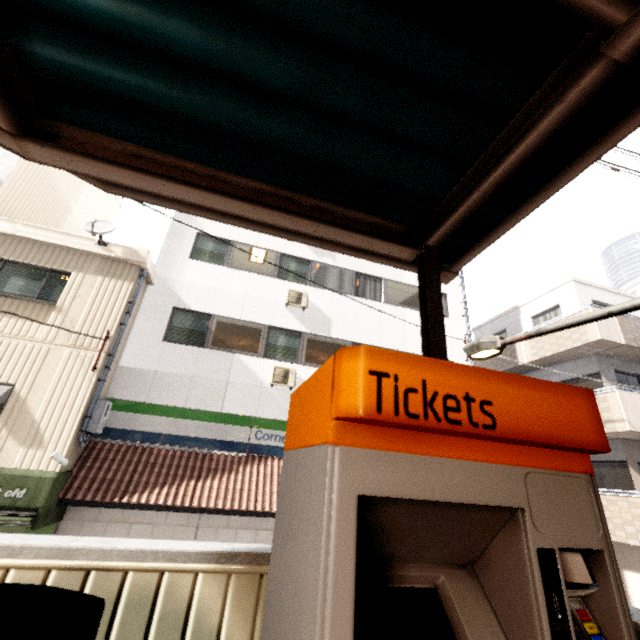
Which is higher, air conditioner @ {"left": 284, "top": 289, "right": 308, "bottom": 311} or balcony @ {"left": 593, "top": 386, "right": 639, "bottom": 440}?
air conditioner @ {"left": 284, "top": 289, "right": 308, "bottom": 311}

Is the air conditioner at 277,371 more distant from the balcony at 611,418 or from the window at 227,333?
the balcony at 611,418

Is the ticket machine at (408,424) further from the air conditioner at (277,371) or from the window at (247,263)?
the window at (247,263)

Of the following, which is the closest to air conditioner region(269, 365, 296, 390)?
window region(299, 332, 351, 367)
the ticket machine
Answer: window region(299, 332, 351, 367)

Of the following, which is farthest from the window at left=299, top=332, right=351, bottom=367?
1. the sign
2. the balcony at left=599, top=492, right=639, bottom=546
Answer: the balcony at left=599, top=492, right=639, bottom=546

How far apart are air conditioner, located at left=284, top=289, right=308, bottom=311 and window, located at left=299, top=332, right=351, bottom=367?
0.7 meters

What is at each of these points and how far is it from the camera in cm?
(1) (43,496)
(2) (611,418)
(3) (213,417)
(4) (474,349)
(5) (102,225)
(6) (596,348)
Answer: (1) awning, 640
(2) balcony, 1014
(3) sign, 905
(4) street light, 360
(5) satellite dish, 877
(6) balcony, 1160

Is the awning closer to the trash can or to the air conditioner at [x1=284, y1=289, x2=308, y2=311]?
the air conditioner at [x1=284, y1=289, x2=308, y2=311]
